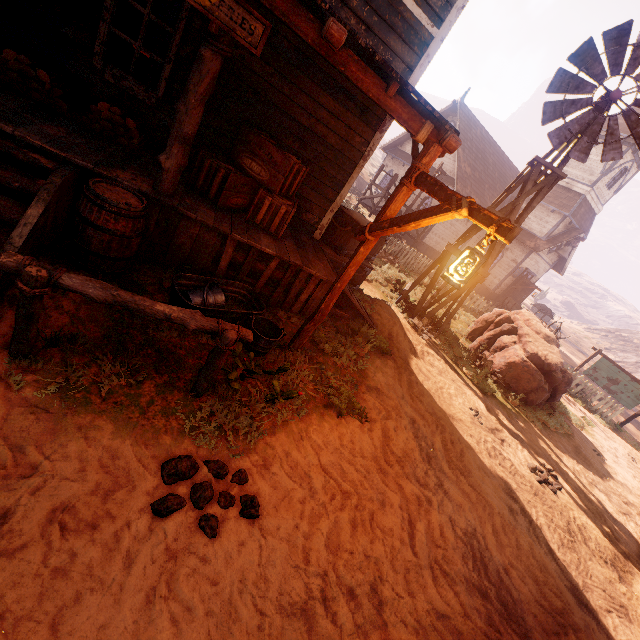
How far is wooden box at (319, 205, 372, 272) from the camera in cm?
764

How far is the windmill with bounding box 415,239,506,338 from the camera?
9.07m

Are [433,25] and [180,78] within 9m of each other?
yes

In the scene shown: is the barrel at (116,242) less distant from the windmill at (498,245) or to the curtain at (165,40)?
the curtain at (165,40)

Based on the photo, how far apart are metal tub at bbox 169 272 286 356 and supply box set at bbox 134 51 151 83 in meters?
3.5 m

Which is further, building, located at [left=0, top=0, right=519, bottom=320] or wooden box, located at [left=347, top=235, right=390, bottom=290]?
wooden box, located at [left=347, top=235, right=390, bottom=290]

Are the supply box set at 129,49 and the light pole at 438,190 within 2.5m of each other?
no

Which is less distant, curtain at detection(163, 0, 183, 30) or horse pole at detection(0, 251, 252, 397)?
horse pole at detection(0, 251, 252, 397)
